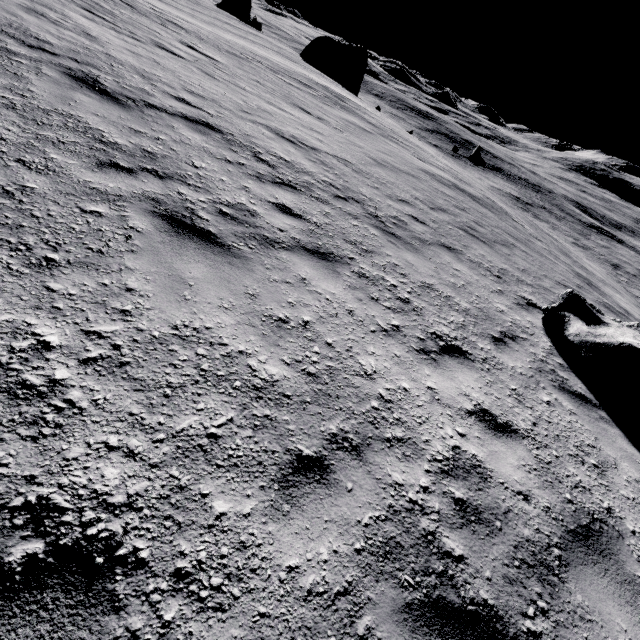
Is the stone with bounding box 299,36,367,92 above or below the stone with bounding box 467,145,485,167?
above

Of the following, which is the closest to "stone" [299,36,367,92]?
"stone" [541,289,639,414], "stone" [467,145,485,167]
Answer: "stone" [467,145,485,167]

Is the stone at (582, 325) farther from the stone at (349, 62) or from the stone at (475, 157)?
the stone at (349, 62)

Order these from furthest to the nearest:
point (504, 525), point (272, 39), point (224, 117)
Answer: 1. point (272, 39)
2. point (224, 117)
3. point (504, 525)

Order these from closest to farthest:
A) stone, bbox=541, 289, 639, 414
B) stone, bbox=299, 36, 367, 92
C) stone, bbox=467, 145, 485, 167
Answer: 1. stone, bbox=541, 289, 639, 414
2. stone, bbox=467, 145, 485, 167
3. stone, bbox=299, 36, 367, 92

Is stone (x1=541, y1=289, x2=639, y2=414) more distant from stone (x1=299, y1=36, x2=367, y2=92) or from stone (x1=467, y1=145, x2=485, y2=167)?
stone (x1=299, y1=36, x2=367, y2=92)

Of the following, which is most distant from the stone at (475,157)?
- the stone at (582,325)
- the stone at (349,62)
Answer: the stone at (582,325)
